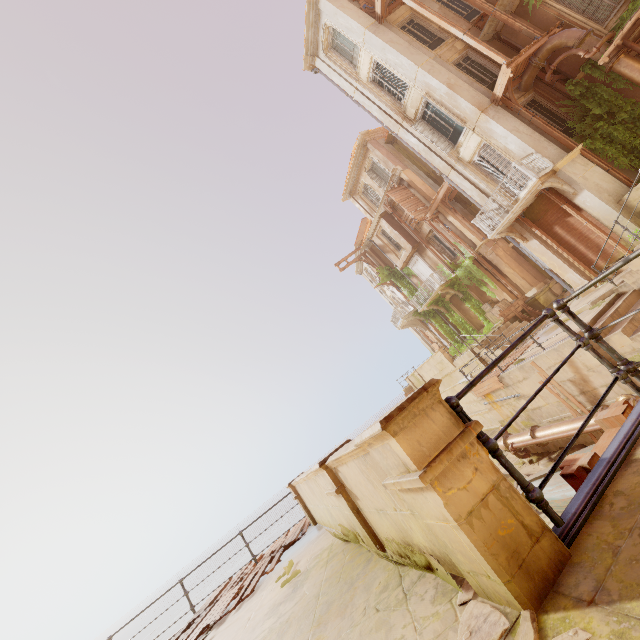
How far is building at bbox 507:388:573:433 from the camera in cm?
1088

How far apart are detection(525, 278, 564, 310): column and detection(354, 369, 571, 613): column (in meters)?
19.74

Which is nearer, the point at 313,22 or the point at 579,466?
the point at 579,466

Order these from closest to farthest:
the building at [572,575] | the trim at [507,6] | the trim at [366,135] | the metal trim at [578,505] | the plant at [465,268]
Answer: the building at [572,575] → the metal trim at [578,505] → the trim at [507,6] → the plant at [465,268] → the trim at [366,135]

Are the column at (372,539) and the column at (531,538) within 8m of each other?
yes

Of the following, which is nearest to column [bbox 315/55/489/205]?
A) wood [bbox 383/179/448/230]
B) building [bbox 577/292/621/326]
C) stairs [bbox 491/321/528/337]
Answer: stairs [bbox 491/321/528/337]

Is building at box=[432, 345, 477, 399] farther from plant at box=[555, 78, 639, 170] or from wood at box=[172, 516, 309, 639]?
wood at box=[172, 516, 309, 639]

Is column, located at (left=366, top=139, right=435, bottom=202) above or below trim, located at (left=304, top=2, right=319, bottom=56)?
below
